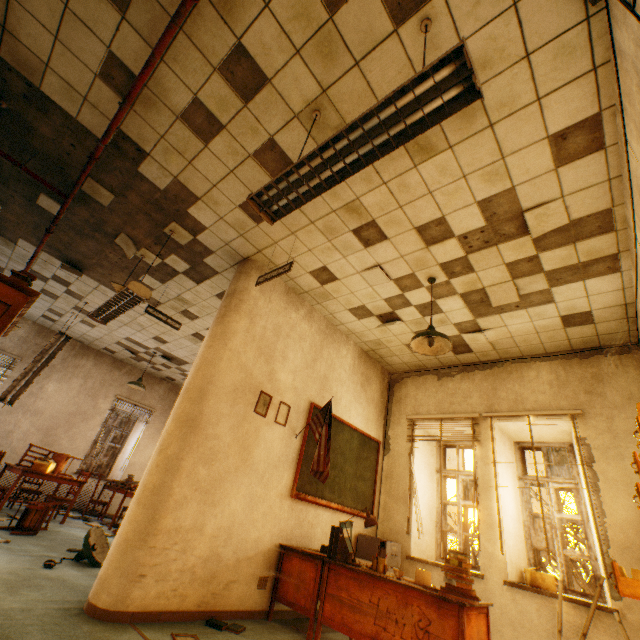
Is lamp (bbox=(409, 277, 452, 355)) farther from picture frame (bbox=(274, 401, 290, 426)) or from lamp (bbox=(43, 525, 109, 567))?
lamp (bbox=(43, 525, 109, 567))

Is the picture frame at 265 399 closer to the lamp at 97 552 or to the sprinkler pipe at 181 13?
the lamp at 97 552

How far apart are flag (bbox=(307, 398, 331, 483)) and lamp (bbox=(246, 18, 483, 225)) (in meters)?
2.75

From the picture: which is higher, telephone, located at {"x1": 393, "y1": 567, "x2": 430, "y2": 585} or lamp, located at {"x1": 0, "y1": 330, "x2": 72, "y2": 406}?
lamp, located at {"x1": 0, "y1": 330, "x2": 72, "y2": 406}

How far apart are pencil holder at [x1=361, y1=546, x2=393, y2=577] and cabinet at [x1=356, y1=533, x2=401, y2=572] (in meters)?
1.54

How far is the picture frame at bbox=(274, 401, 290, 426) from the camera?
4.31m

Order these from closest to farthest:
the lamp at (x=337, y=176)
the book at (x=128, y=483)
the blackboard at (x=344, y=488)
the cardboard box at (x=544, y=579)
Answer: the lamp at (x=337, y=176) → the cardboard box at (x=544, y=579) → the blackboard at (x=344, y=488) → the book at (x=128, y=483)

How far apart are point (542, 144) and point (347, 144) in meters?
1.9
